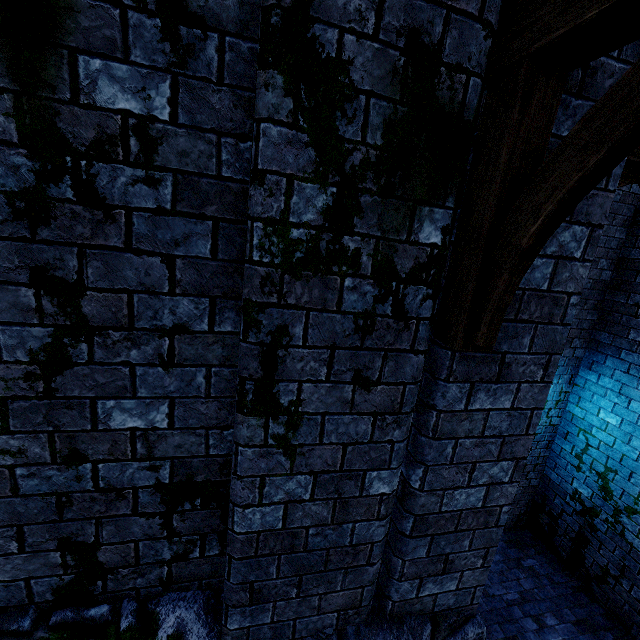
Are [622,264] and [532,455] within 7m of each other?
yes
